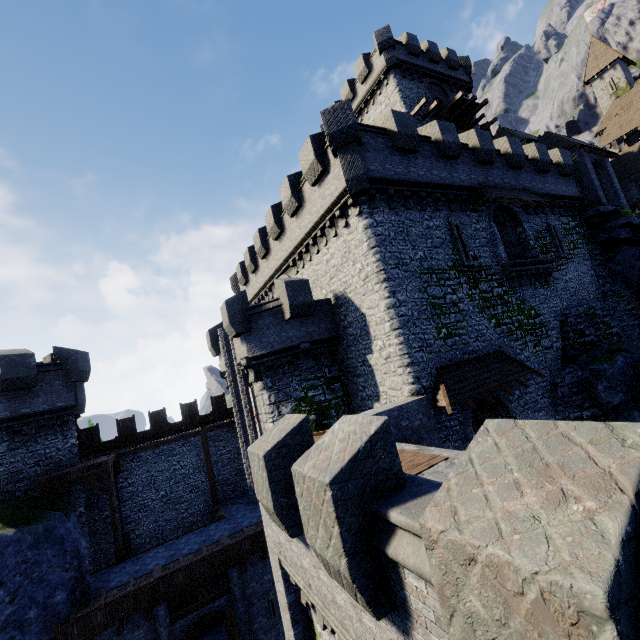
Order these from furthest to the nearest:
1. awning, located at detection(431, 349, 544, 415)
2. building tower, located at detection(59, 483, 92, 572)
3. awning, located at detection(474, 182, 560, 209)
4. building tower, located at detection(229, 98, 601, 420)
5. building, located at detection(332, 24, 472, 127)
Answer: building, located at detection(332, 24, 472, 127), building tower, located at detection(59, 483, 92, 572), awning, located at detection(474, 182, 560, 209), building tower, located at detection(229, 98, 601, 420), awning, located at detection(431, 349, 544, 415)

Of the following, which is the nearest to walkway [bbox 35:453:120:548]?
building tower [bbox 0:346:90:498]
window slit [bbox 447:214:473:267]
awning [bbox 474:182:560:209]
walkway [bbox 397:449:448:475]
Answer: building tower [bbox 0:346:90:498]

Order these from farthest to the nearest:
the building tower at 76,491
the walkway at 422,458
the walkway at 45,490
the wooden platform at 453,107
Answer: the wooden platform at 453,107
the building tower at 76,491
the walkway at 45,490
the walkway at 422,458

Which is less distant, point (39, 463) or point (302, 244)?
point (39, 463)

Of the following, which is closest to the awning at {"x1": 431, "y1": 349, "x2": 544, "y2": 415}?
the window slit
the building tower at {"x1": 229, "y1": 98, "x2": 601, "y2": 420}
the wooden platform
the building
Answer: the building tower at {"x1": 229, "y1": 98, "x2": 601, "y2": 420}

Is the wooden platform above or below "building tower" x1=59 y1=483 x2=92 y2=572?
above

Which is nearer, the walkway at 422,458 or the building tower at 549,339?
the walkway at 422,458

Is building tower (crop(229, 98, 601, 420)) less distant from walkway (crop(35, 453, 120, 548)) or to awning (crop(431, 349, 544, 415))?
awning (crop(431, 349, 544, 415))
